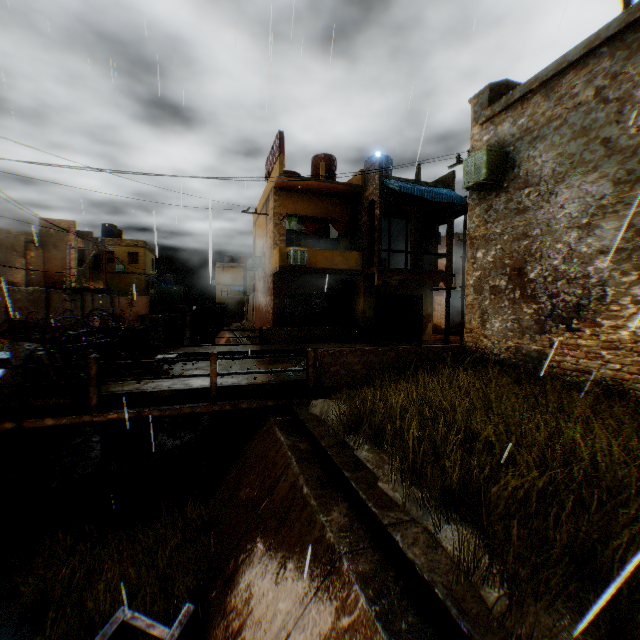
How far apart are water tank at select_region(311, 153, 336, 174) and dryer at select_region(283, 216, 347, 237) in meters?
3.0

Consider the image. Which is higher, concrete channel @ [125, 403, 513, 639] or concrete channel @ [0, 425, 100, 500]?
concrete channel @ [125, 403, 513, 639]

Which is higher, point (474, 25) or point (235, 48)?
point (235, 48)

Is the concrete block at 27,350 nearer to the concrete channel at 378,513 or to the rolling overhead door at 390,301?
the concrete channel at 378,513

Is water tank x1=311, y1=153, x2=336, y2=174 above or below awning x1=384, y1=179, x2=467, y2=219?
above

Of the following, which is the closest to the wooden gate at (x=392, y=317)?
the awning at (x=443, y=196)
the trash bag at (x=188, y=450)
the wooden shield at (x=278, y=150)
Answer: the awning at (x=443, y=196)

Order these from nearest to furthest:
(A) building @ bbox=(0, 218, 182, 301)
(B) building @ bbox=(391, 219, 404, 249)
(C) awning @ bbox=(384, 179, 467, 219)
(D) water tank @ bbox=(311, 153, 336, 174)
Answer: (C) awning @ bbox=(384, 179, 467, 219) < (D) water tank @ bbox=(311, 153, 336, 174) < (A) building @ bbox=(0, 218, 182, 301) < (B) building @ bbox=(391, 219, 404, 249)

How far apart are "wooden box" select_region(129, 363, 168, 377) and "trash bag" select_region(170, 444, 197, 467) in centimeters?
250cm
